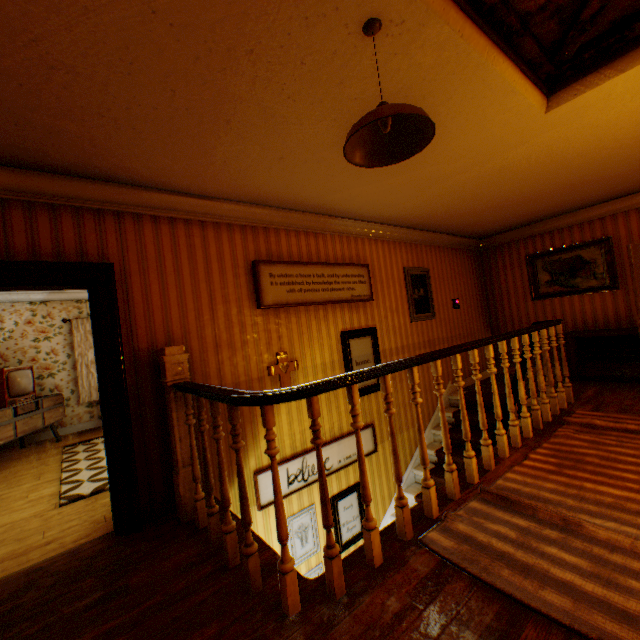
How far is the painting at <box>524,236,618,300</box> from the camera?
5.9m

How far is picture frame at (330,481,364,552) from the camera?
4.3m

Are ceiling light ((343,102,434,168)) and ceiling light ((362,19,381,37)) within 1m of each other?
yes

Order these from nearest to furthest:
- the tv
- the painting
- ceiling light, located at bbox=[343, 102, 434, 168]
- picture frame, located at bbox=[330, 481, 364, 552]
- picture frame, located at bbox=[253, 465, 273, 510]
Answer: ceiling light, located at bbox=[343, 102, 434, 168], picture frame, located at bbox=[253, 465, 273, 510], picture frame, located at bbox=[330, 481, 364, 552], the tv, the painting

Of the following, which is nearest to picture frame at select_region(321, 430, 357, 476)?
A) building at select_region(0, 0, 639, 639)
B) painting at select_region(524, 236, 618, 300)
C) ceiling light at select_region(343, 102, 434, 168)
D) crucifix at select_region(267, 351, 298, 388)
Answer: building at select_region(0, 0, 639, 639)

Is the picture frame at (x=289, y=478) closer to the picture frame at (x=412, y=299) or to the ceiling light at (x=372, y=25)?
the picture frame at (x=412, y=299)

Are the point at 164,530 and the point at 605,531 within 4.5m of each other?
yes

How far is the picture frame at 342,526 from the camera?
4.27m
